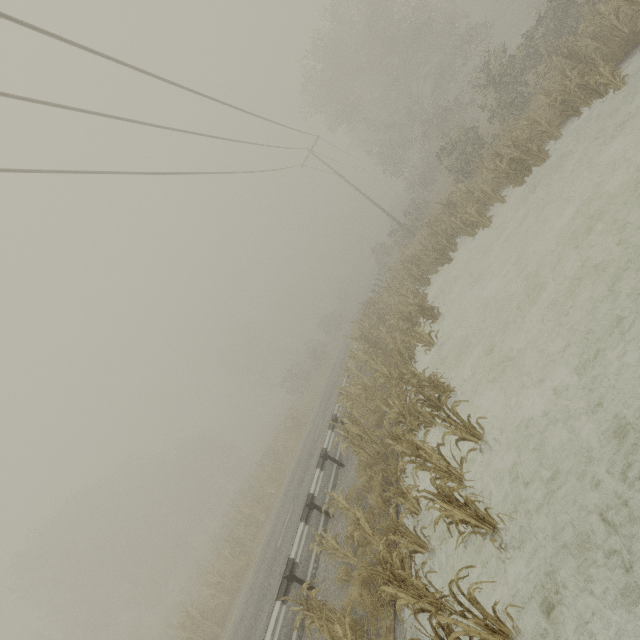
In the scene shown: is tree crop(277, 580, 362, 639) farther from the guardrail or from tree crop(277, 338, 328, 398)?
tree crop(277, 338, 328, 398)

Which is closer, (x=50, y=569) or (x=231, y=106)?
(x=231, y=106)

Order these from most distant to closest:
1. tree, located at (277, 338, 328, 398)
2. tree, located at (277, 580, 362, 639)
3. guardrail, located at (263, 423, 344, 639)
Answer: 1. tree, located at (277, 338, 328, 398)
2. guardrail, located at (263, 423, 344, 639)
3. tree, located at (277, 580, 362, 639)

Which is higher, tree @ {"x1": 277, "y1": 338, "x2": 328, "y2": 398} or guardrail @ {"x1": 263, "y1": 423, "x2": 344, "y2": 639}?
tree @ {"x1": 277, "y1": 338, "x2": 328, "y2": 398}

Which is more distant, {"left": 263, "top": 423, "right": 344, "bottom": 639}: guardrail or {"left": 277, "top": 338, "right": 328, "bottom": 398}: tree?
{"left": 277, "top": 338, "right": 328, "bottom": 398}: tree

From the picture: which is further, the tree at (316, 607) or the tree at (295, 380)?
the tree at (295, 380)

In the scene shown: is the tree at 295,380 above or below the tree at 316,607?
above

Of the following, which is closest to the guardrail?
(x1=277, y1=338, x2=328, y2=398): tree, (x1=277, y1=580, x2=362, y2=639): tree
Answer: (x1=277, y1=580, x2=362, y2=639): tree
